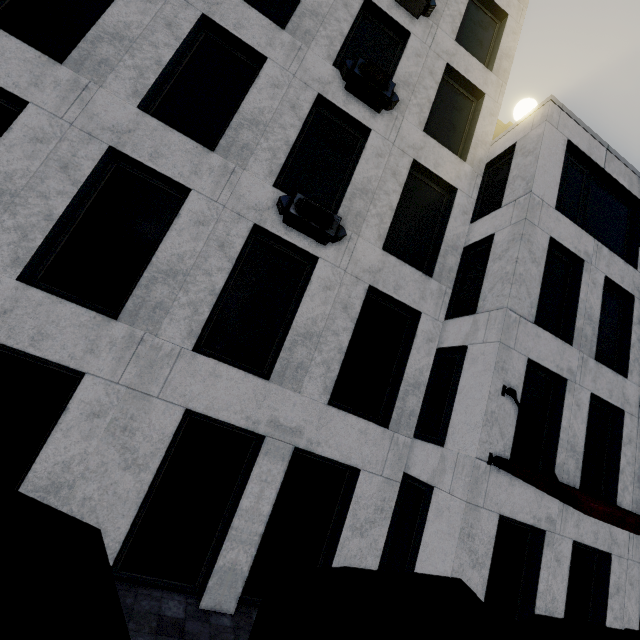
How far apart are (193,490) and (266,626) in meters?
4.7

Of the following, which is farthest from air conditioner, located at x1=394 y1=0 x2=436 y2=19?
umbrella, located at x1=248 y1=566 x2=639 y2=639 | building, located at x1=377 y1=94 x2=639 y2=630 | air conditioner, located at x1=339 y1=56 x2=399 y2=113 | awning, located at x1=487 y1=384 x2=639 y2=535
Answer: umbrella, located at x1=248 y1=566 x2=639 y2=639

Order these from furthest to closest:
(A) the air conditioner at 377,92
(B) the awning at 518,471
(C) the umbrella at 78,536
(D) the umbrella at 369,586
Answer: (A) the air conditioner at 377,92, (B) the awning at 518,471, (D) the umbrella at 369,586, (C) the umbrella at 78,536

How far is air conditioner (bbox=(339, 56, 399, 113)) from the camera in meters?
7.4 m

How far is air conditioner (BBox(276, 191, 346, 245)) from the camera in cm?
628

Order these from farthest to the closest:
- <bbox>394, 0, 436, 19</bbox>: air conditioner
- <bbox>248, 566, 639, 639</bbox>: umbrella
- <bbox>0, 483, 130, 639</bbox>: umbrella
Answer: <bbox>394, 0, 436, 19</bbox>: air conditioner < <bbox>248, 566, 639, 639</bbox>: umbrella < <bbox>0, 483, 130, 639</bbox>: umbrella

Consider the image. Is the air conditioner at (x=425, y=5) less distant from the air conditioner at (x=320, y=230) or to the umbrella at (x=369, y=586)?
the air conditioner at (x=320, y=230)
